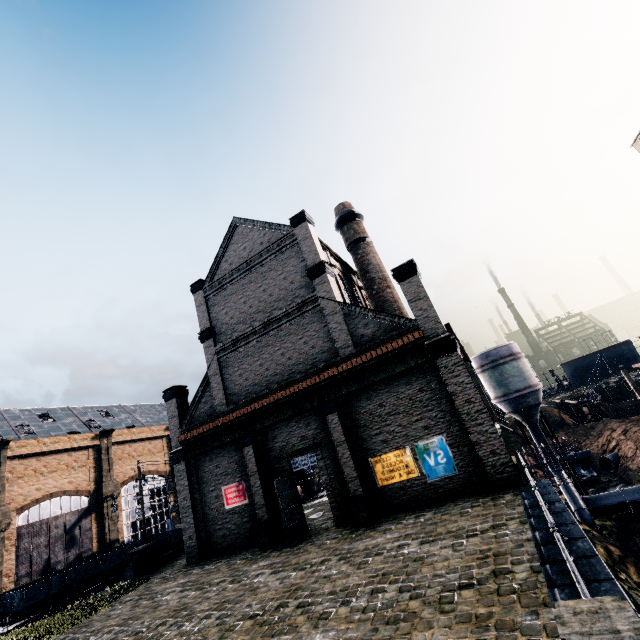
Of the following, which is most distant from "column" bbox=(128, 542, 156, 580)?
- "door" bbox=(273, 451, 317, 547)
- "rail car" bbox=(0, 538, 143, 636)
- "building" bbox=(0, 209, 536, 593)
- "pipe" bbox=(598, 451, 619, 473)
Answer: "pipe" bbox=(598, 451, 619, 473)

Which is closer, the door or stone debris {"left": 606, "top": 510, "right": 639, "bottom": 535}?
the door

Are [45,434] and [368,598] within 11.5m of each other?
no

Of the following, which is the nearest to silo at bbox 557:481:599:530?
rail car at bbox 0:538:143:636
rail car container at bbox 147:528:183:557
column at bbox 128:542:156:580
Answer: rail car container at bbox 147:528:183:557

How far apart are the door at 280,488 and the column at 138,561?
12.6 meters

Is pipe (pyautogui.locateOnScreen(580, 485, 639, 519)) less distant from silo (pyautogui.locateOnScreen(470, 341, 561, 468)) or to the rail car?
silo (pyautogui.locateOnScreen(470, 341, 561, 468))

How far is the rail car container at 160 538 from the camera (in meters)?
24.44

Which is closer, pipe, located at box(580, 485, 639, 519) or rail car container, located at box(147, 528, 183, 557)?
rail car container, located at box(147, 528, 183, 557)
